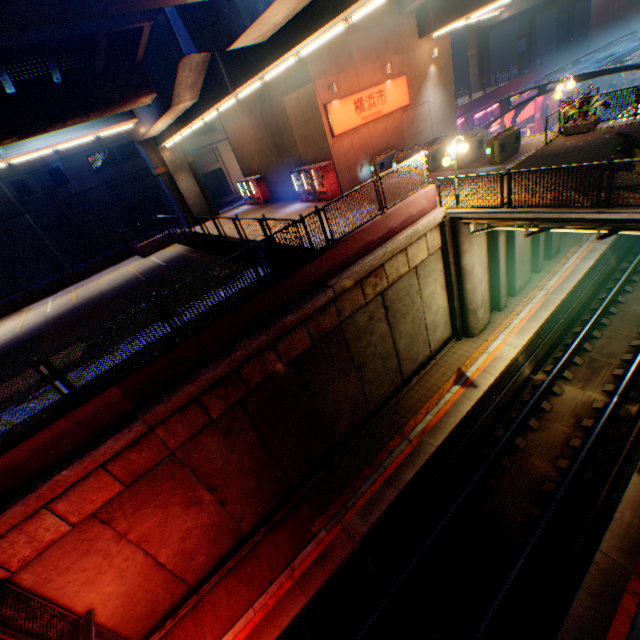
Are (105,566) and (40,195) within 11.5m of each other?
no

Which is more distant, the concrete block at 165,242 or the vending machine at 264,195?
the vending machine at 264,195

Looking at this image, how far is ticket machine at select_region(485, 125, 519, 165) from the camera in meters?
14.1

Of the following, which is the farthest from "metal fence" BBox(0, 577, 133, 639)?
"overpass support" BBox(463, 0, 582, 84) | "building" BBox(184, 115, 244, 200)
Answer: "building" BBox(184, 115, 244, 200)

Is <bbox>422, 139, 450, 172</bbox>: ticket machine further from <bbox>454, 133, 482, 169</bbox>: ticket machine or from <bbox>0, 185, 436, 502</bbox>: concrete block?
<bbox>0, 185, 436, 502</bbox>: concrete block

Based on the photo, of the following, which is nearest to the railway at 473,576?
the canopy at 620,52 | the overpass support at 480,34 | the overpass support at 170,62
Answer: the overpass support at 170,62

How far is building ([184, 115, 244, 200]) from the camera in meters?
36.1 m

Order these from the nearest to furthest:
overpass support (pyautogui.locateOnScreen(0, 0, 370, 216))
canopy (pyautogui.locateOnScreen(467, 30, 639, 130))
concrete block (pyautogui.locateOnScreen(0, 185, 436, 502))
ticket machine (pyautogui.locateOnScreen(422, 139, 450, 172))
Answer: concrete block (pyautogui.locateOnScreen(0, 185, 436, 502)) → overpass support (pyautogui.locateOnScreen(0, 0, 370, 216)) → ticket machine (pyautogui.locateOnScreen(422, 139, 450, 172)) → canopy (pyautogui.locateOnScreen(467, 30, 639, 130))
